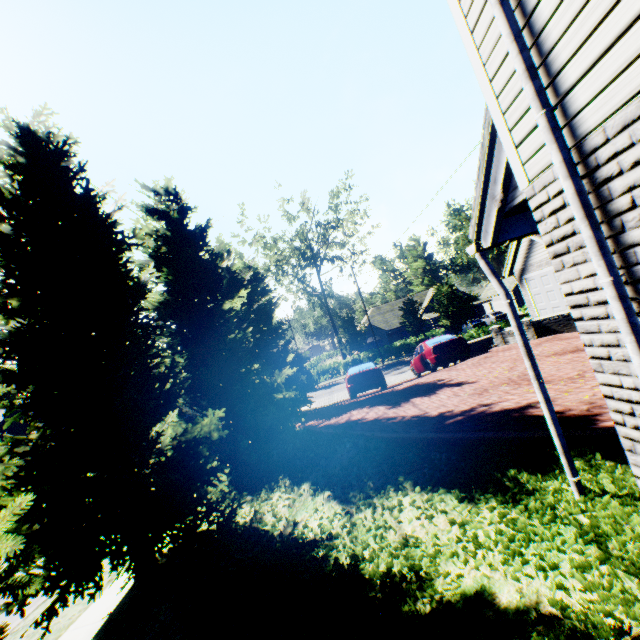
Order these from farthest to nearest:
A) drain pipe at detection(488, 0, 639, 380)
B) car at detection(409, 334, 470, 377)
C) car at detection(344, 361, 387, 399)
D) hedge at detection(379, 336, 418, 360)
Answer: hedge at detection(379, 336, 418, 360) → car at detection(344, 361, 387, 399) → car at detection(409, 334, 470, 377) → drain pipe at detection(488, 0, 639, 380)

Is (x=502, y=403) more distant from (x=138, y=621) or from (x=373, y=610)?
(x=138, y=621)

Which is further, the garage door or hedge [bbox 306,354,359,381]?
hedge [bbox 306,354,359,381]

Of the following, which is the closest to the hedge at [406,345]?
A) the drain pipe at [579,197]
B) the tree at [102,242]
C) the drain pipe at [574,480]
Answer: the tree at [102,242]

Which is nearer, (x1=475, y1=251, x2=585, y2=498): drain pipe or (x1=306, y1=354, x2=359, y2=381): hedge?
(x1=475, y1=251, x2=585, y2=498): drain pipe

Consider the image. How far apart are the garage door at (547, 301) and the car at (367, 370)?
9.96m

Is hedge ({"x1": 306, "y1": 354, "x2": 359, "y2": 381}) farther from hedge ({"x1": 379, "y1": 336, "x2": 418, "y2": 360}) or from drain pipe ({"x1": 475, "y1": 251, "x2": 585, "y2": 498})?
drain pipe ({"x1": 475, "y1": 251, "x2": 585, "y2": 498})

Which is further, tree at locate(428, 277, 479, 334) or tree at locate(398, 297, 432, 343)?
tree at locate(398, 297, 432, 343)
